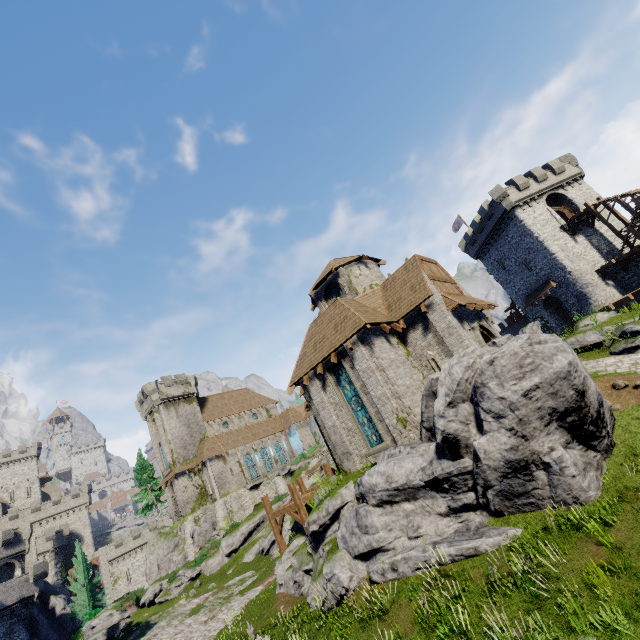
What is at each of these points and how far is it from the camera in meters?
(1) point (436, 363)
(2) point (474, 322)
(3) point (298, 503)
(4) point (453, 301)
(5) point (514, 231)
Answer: (1) window slit, 17.0 m
(2) double door, 18.7 m
(3) walkway, 17.8 m
(4) awning, 16.7 m
(5) building, 37.4 m

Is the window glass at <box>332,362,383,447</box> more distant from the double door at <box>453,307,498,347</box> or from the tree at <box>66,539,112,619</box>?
the tree at <box>66,539,112,619</box>

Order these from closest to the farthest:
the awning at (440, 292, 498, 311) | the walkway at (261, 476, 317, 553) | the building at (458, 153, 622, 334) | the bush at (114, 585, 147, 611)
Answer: the awning at (440, 292, 498, 311) → the walkway at (261, 476, 317, 553) → the bush at (114, 585, 147, 611) → the building at (458, 153, 622, 334)

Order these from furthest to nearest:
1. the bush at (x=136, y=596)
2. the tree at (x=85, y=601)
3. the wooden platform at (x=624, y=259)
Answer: the tree at (x=85, y=601) → the bush at (x=136, y=596) → the wooden platform at (x=624, y=259)

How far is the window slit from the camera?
16.9m

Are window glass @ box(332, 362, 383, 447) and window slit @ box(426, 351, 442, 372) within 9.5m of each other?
yes

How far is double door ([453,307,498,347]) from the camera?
16.92m

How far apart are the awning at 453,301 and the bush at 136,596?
41.9m
